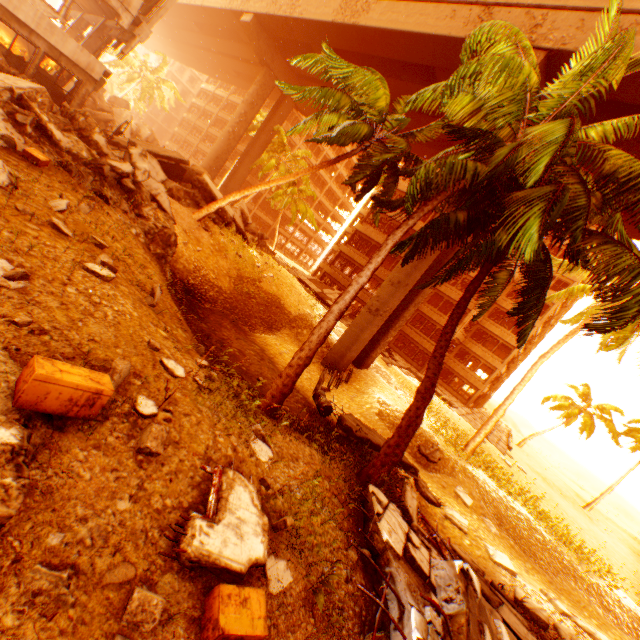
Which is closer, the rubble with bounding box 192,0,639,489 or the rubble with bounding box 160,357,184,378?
the rubble with bounding box 160,357,184,378

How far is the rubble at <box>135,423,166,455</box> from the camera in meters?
3.6

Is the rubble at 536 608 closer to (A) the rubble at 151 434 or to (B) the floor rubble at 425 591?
(A) the rubble at 151 434

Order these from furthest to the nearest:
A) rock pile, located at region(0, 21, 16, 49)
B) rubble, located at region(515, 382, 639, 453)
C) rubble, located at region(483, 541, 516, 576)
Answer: rubble, located at region(515, 382, 639, 453) < rock pile, located at region(0, 21, 16, 49) < rubble, located at region(483, 541, 516, 576)

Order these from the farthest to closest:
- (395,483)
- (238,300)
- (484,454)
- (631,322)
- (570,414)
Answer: (570,414) → (484,454) → (238,300) → (395,483) → (631,322)

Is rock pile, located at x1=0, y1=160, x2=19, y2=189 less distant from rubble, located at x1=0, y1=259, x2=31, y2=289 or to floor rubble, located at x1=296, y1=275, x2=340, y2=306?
rubble, located at x1=0, y1=259, x2=31, y2=289

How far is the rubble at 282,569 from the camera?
3.49m

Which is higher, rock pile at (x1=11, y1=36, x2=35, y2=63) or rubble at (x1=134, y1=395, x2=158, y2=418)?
rock pile at (x1=11, y1=36, x2=35, y2=63)
